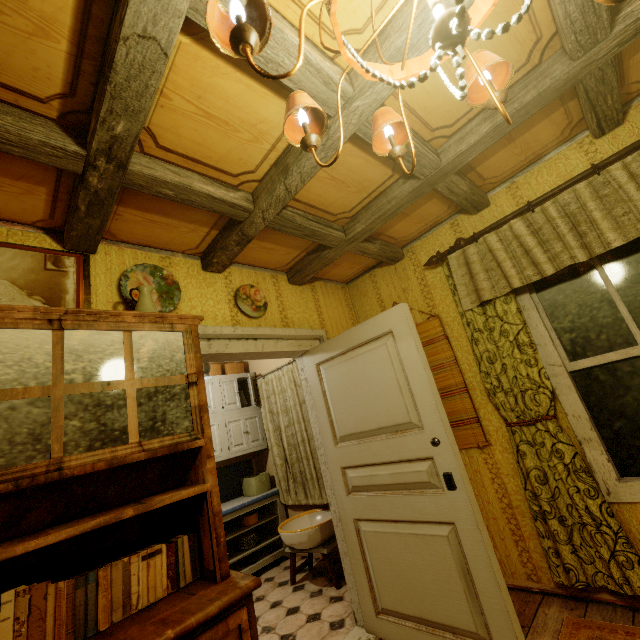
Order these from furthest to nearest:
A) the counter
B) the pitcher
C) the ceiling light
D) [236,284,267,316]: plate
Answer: the counter → [236,284,267,316]: plate → the pitcher → the ceiling light

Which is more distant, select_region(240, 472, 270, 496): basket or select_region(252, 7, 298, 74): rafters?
select_region(240, 472, 270, 496): basket

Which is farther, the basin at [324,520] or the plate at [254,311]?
the basin at [324,520]

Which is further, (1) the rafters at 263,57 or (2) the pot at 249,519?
(2) the pot at 249,519

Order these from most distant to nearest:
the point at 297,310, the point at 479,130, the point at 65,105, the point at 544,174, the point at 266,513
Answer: the point at 266,513
the point at 297,310
the point at 544,174
the point at 479,130
the point at 65,105

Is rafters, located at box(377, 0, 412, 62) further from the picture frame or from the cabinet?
the cabinet

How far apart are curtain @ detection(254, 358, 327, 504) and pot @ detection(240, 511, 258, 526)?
0.35m
